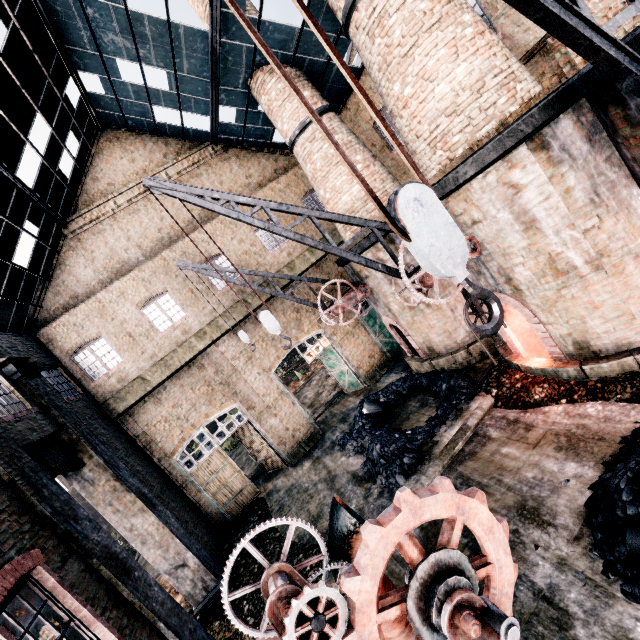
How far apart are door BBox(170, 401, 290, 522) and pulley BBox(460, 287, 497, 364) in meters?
13.1

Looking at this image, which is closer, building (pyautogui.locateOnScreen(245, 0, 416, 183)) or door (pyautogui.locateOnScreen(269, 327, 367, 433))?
building (pyautogui.locateOnScreen(245, 0, 416, 183))

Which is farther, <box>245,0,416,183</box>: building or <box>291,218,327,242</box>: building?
<box>291,218,327,242</box>: building

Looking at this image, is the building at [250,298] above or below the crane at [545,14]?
above

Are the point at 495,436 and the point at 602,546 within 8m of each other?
yes

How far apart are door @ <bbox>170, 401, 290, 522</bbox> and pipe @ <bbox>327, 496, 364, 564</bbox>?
11.3 meters

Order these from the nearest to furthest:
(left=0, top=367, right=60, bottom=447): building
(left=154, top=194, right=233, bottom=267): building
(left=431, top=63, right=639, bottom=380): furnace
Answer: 1. (left=431, top=63, right=639, bottom=380): furnace
2. (left=0, top=367, right=60, bottom=447): building
3. (left=154, top=194, right=233, bottom=267): building

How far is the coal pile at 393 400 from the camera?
11.9 meters
